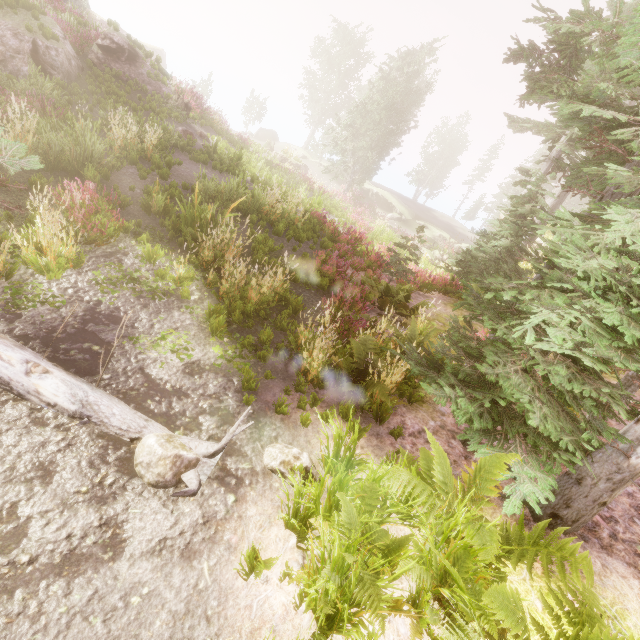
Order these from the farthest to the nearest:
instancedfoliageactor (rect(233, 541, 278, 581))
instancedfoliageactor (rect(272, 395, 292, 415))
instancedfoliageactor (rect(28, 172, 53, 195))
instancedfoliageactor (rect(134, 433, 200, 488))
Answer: instancedfoliageactor (rect(28, 172, 53, 195)) < instancedfoliageactor (rect(272, 395, 292, 415)) < instancedfoliageactor (rect(134, 433, 200, 488)) < instancedfoliageactor (rect(233, 541, 278, 581))

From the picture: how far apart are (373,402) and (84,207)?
6.8 meters

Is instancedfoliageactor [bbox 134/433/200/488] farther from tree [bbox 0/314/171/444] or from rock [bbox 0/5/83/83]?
tree [bbox 0/314/171/444]

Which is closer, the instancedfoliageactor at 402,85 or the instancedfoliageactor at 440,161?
the instancedfoliageactor at 402,85

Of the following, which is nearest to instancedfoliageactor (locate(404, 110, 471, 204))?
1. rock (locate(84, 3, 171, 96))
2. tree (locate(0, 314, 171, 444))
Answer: rock (locate(84, 3, 171, 96))

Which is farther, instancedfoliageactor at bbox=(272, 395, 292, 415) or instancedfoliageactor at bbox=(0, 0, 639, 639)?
instancedfoliageactor at bbox=(272, 395, 292, 415)

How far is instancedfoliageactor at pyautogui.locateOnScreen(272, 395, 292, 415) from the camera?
4.71m

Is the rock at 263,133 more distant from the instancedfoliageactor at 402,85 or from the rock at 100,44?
the rock at 100,44
